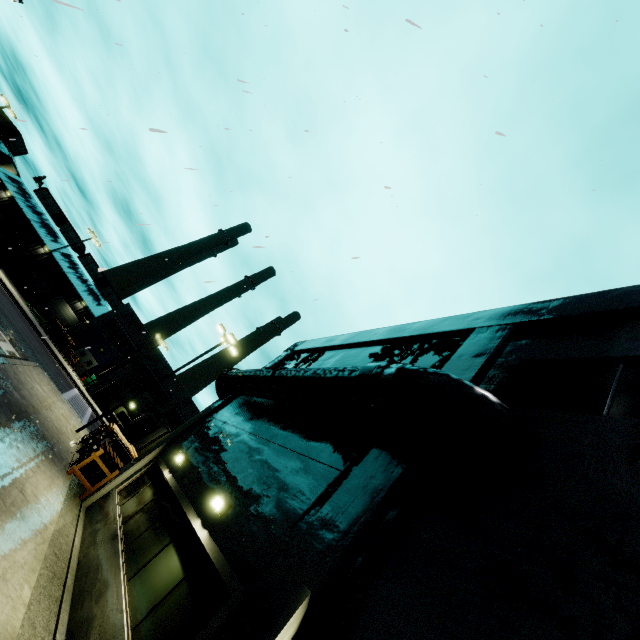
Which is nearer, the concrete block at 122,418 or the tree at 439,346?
the tree at 439,346

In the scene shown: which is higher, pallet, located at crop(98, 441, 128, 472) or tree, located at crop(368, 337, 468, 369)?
tree, located at crop(368, 337, 468, 369)

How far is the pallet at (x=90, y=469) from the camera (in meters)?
12.98

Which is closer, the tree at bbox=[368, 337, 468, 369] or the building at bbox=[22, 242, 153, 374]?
the tree at bbox=[368, 337, 468, 369]

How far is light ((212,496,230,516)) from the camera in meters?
6.7

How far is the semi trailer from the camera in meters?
23.4

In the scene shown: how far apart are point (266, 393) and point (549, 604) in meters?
8.3 m

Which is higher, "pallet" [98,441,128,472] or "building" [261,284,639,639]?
"building" [261,284,639,639]
